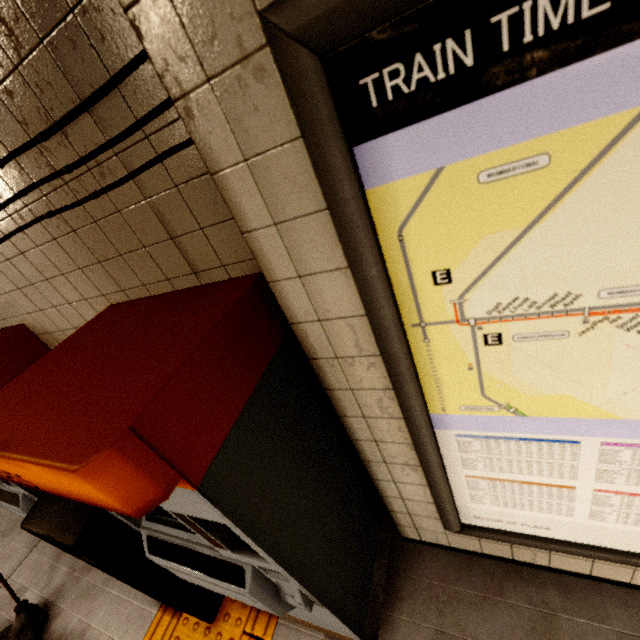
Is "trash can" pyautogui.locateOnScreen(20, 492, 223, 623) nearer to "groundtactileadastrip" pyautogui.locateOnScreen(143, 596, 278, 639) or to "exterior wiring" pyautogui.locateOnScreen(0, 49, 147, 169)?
"groundtactileadastrip" pyautogui.locateOnScreen(143, 596, 278, 639)

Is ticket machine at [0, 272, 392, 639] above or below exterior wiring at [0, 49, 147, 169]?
below

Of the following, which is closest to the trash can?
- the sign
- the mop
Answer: the mop

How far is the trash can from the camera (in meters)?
Result: 1.46

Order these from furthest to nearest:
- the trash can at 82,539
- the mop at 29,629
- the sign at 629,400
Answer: the mop at 29,629
the trash can at 82,539
the sign at 629,400

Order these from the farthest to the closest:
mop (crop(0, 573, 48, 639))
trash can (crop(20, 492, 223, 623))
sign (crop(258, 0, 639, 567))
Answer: mop (crop(0, 573, 48, 639))
trash can (crop(20, 492, 223, 623))
sign (crop(258, 0, 639, 567))

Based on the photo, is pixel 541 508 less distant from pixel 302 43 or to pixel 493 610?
pixel 493 610

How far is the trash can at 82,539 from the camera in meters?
1.5
